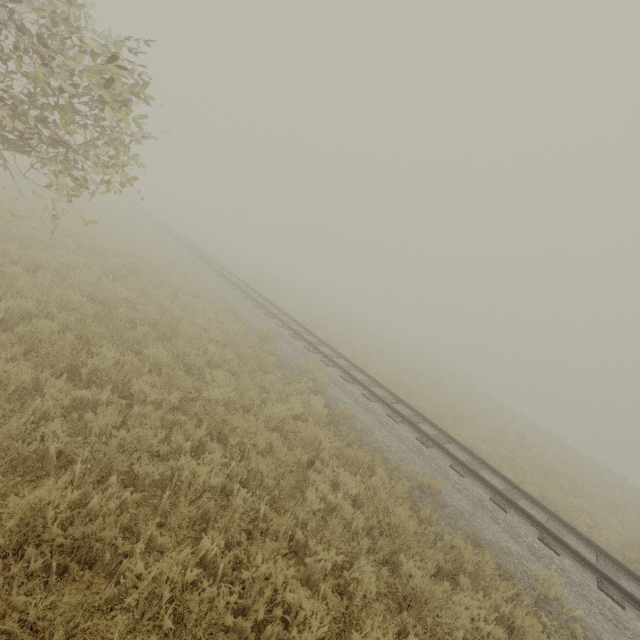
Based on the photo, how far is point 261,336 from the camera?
12.0m
